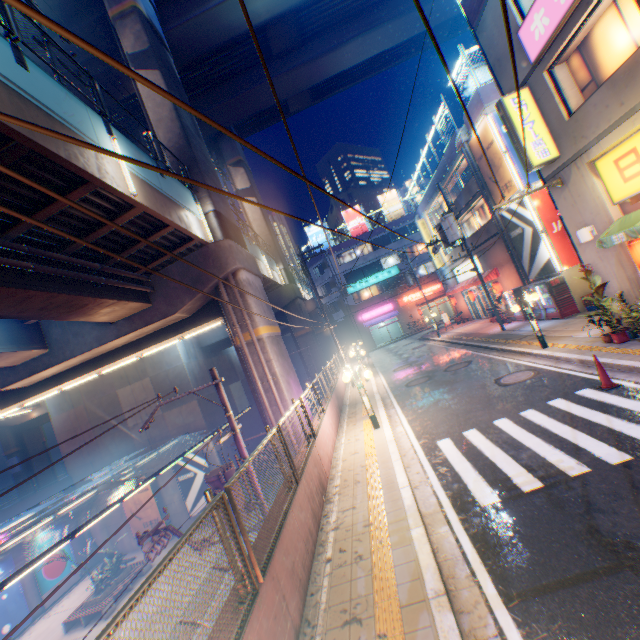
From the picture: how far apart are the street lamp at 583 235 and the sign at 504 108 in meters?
2.3

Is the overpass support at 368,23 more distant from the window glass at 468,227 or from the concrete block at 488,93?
the window glass at 468,227

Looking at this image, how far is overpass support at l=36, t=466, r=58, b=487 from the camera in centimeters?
3160cm

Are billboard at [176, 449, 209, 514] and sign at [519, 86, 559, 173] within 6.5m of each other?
no

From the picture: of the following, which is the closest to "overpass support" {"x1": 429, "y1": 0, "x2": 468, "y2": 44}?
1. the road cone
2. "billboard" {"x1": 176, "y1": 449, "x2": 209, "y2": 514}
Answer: "billboard" {"x1": 176, "y1": 449, "x2": 209, "y2": 514}

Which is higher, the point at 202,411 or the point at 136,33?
the point at 136,33

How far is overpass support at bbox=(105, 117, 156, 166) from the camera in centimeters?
975cm

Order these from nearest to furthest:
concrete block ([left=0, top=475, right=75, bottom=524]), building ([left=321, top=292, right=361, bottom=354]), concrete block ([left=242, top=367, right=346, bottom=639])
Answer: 1. concrete block ([left=242, top=367, right=346, bottom=639])
2. concrete block ([left=0, top=475, right=75, bottom=524])
3. building ([left=321, top=292, right=361, bottom=354])
